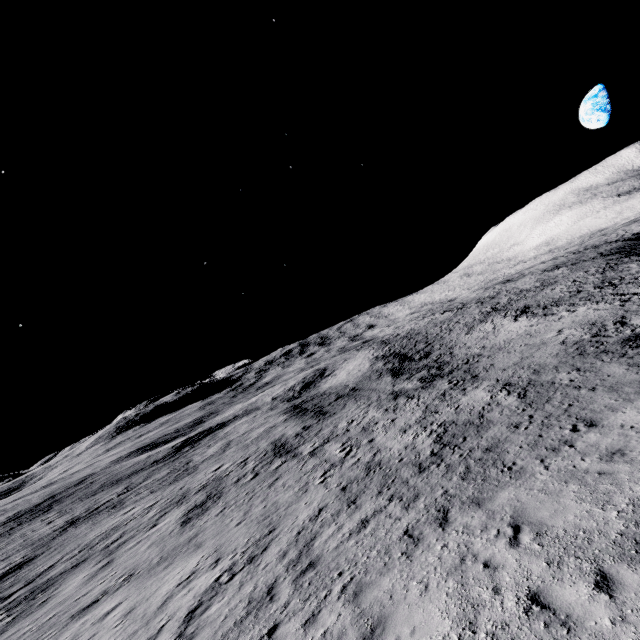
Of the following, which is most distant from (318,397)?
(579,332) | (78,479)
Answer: (78,479)
